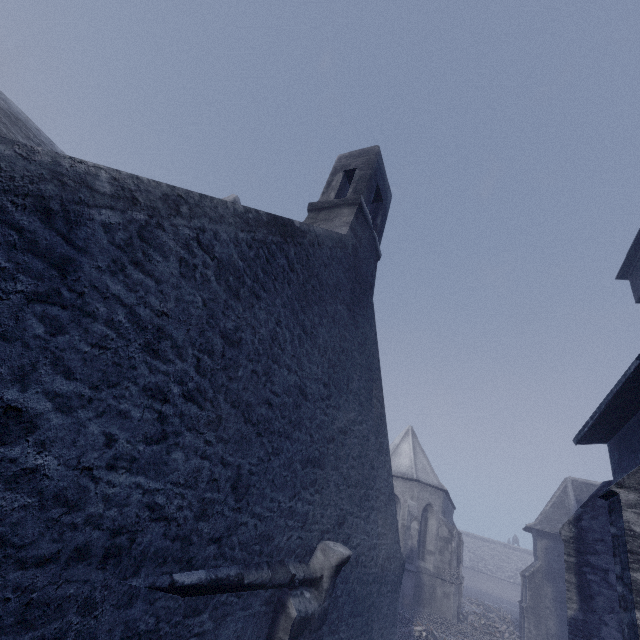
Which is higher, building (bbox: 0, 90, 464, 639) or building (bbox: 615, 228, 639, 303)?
building (bbox: 615, 228, 639, 303)

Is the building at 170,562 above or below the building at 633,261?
below

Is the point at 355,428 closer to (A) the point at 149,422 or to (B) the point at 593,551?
(A) the point at 149,422

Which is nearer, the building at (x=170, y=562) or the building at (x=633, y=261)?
the building at (x=170, y=562)

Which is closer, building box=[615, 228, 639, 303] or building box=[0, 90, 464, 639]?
building box=[0, 90, 464, 639]
